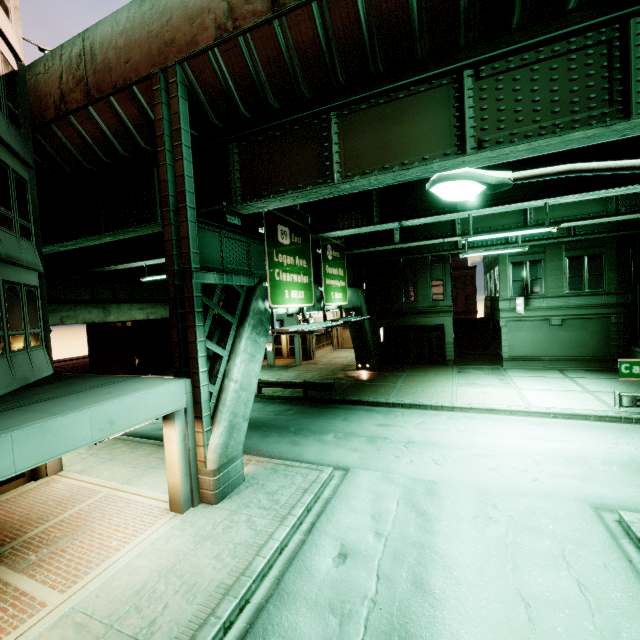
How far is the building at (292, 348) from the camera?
32.4 meters

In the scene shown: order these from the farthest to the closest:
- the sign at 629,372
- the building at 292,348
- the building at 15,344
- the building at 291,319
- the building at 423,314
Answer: the building at 292,348
the building at 291,319
the building at 423,314
the building at 15,344
the sign at 629,372

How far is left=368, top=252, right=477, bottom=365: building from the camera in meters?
27.2

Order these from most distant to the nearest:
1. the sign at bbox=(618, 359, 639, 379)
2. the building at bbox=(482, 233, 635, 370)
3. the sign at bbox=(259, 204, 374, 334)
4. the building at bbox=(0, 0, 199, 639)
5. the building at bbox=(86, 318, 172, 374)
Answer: the building at bbox=(86, 318, 172, 374)
the building at bbox=(482, 233, 635, 370)
the sign at bbox=(259, 204, 374, 334)
the building at bbox=(0, 0, 199, 639)
the sign at bbox=(618, 359, 639, 379)

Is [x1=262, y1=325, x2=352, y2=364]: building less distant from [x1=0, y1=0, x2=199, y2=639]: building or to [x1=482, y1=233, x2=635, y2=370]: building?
[x1=482, y1=233, x2=635, y2=370]: building

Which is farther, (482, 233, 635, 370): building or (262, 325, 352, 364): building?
(262, 325, 352, 364): building

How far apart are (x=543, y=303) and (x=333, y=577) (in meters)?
24.09
